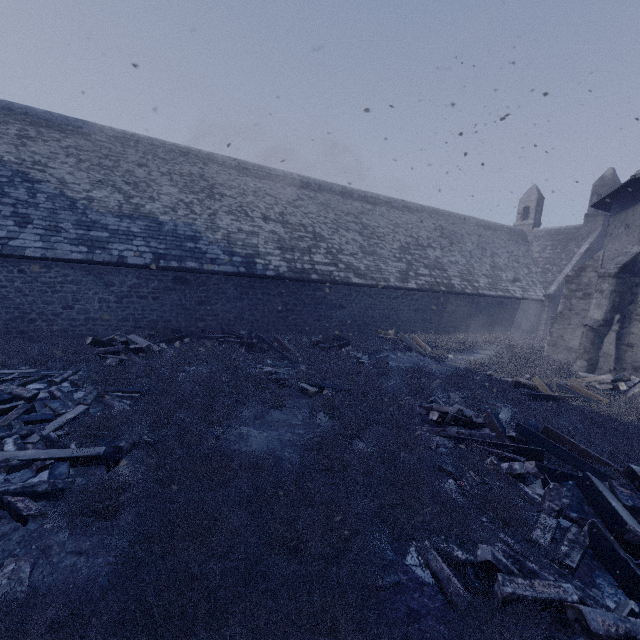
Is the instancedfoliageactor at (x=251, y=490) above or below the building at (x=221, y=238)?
below

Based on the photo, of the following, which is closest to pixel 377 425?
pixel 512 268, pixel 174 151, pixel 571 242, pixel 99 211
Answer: pixel 99 211

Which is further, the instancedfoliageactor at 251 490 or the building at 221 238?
the building at 221 238

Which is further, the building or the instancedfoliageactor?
the building

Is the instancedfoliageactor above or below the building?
below
